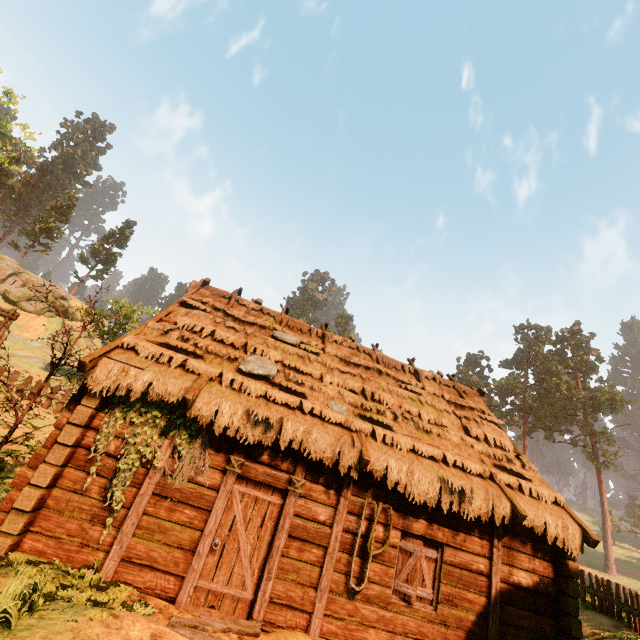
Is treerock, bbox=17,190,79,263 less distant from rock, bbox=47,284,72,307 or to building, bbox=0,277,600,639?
building, bbox=0,277,600,639

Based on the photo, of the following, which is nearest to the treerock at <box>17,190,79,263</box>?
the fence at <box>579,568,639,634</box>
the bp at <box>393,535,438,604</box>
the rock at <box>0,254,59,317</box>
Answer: the rock at <box>0,254,59,317</box>

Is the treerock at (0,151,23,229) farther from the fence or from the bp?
the bp

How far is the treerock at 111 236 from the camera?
51.2m

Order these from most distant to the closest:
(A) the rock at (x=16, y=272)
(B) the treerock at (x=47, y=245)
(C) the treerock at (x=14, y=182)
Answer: (B) the treerock at (x=47, y=245) → (A) the rock at (x=16, y=272) → (C) the treerock at (x=14, y=182)

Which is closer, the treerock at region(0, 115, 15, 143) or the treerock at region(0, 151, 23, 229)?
the treerock at region(0, 115, 15, 143)

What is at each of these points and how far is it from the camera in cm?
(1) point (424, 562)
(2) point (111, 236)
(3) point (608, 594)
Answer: (1) bp, 731
(2) treerock, 5488
(3) fence, 1330

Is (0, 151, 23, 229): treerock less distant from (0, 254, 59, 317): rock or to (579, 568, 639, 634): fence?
(0, 254, 59, 317): rock
